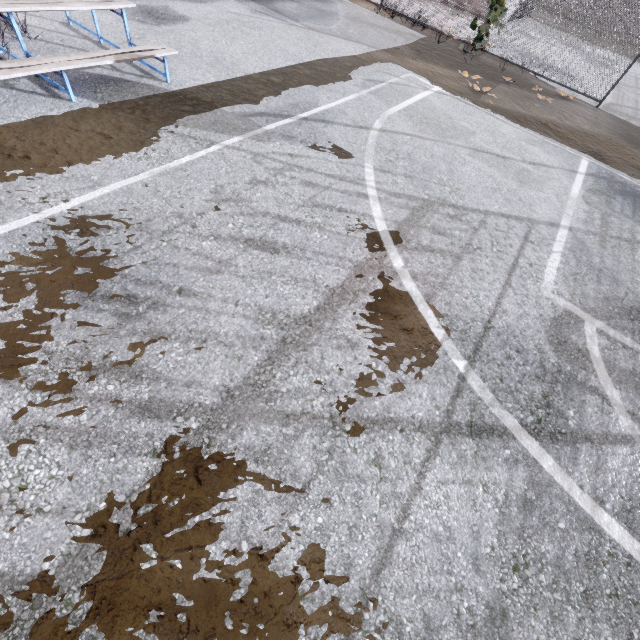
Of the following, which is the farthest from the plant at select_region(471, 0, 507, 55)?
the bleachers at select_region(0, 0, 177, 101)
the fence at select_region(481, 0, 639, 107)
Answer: the bleachers at select_region(0, 0, 177, 101)

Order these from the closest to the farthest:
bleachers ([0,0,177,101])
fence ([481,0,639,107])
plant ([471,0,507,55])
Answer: bleachers ([0,0,177,101]) → fence ([481,0,639,107]) → plant ([471,0,507,55])

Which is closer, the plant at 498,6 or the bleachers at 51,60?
the bleachers at 51,60

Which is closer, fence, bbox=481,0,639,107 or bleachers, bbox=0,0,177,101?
bleachers, bbox=0,0,177,101

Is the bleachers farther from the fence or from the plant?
the plant

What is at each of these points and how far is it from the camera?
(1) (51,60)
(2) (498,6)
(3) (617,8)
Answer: (1) bleachers, 3.8 meters
(2) plant, 9.7 meters
(3) fence, 8.6 meters

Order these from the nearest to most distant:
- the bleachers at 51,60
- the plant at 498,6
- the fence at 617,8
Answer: the bleachers at 51,60
the fence at 617,8
the plant at 498,6
